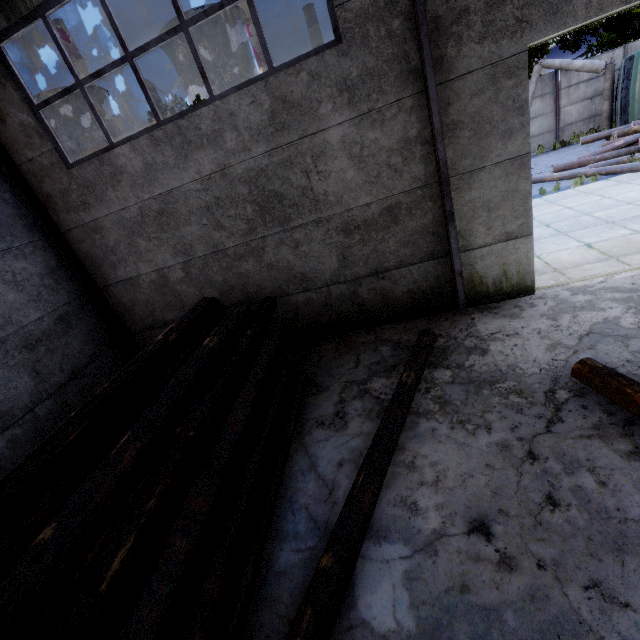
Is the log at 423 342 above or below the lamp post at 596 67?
below

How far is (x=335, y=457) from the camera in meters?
4.3

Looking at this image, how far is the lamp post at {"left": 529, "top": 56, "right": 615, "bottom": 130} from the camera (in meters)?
15.70

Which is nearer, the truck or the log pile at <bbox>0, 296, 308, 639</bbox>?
the log pile at <bbox>0, 296, 308, 639</bbox>

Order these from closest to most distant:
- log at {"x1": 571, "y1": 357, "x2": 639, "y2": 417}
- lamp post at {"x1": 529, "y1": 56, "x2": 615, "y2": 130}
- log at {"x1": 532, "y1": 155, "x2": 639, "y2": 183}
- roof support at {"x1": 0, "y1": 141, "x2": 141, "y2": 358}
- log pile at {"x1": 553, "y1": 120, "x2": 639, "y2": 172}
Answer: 1. log at {"x1": 571, "y1": 357, "x2": 639, "y2": 417}
2. roof support at {"x1": 0, "y1": 141, "x2": 141, "y2": 358}
3. log at {"x1": 532, "y1": 155, "x2": 639, "y2": 183}
4. log pile at {"x1": 553, "y1": 120, "x2": 639, "y2": 172}
5. lamp post at {"x1": 529, "y1": 56, "x2": 615, "y2": 130}

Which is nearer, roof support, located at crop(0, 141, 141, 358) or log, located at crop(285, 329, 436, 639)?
log, located at crop(285, 329, 436, 639)

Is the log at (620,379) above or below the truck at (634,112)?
below

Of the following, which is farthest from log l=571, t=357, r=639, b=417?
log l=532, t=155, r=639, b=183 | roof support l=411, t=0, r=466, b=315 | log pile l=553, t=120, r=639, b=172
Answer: log pile l=553, t=120, r=639, b=172
